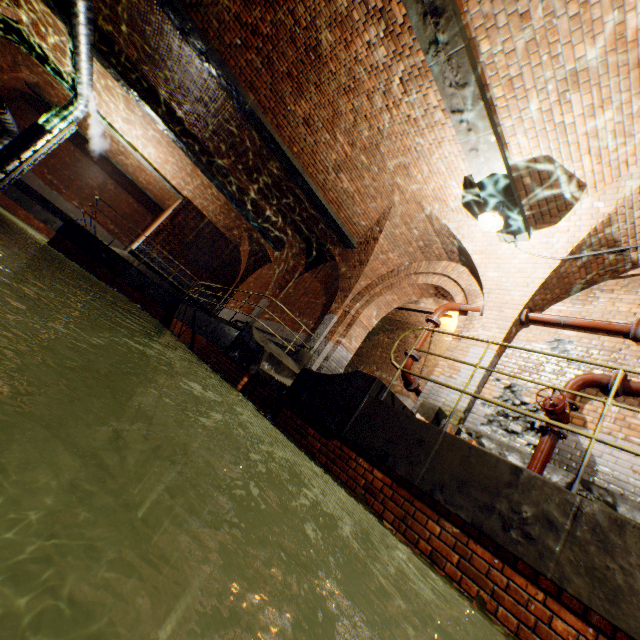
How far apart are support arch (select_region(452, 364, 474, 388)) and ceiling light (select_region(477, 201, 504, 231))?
0.7 meters

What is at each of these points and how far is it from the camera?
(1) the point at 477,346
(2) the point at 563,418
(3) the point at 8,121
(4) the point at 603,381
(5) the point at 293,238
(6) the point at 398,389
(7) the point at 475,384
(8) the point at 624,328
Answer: (1) support arch, 6.44m
(2) valve, 4.80m
(3) pipe, 13.78m
(4) pipe, 4.83m
(5) support arch, 13.06m
(6) building tunnel, 13.57m
(7) support arch, 6.00m
(8) pipe, 5.11m

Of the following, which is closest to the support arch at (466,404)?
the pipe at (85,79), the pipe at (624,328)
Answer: the pipe at (624,328)

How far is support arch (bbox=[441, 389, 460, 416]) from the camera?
6.01m

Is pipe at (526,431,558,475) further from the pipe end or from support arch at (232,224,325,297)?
support arch at (232,224,325,297)

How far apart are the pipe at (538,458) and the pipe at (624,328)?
2.0m

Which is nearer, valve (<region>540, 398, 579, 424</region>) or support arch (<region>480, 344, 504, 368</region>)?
valve (<region>540, 398, 579, 424</region>)
